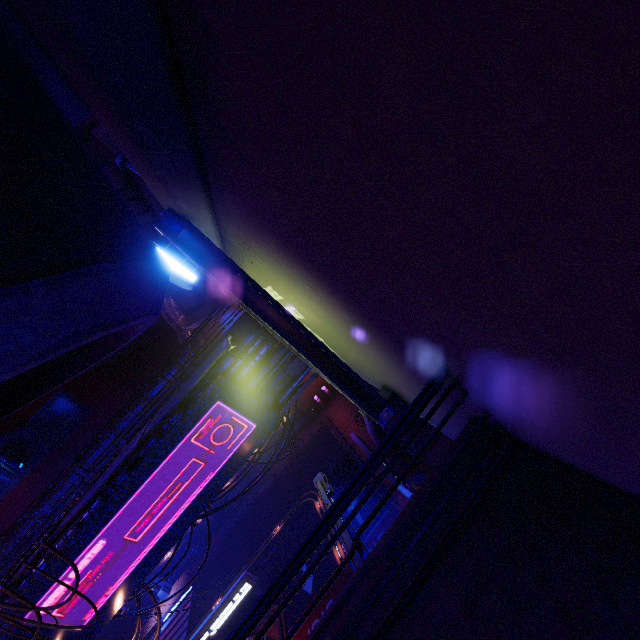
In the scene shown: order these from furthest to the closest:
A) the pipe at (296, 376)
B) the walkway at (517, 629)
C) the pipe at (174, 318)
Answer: the pipe at (174, 318)
the pipe at (296, 376)
the walkway at (517, 629)

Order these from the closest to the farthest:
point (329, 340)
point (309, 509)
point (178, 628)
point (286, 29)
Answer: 1. point (286, 29)
2. point (329, 340)
3. point (309, 509)
4. point (178, 628)

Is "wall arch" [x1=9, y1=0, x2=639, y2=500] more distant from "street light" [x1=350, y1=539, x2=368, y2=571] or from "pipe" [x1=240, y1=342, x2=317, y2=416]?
"street light" [x1=350, y1=539, x2=368, y2=571]

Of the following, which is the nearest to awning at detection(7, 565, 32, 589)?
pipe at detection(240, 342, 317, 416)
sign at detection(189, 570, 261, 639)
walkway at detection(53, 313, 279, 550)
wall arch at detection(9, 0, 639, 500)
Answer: walkway at detection(53, 313, 279, 550)

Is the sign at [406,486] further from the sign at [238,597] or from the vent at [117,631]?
the vent at [117,631]

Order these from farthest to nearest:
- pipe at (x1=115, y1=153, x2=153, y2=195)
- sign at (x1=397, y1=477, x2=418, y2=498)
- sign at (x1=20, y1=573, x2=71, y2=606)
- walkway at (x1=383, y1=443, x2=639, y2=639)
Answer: sign at (x1=20, y1=573, x2=71, y2=606)
sign at (x1=397, y1=477, x2=418, y2=498)
pipe at (x1=115, y1=153, x2=153, y2=195)
walkway at (x1=383, y1=443, x2=639, y2=639)

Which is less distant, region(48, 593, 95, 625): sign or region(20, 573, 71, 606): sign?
region(20, 573, 71, 606): sign

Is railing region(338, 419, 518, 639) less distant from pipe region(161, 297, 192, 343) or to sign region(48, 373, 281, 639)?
sign region(48, 373, 281, 639)
